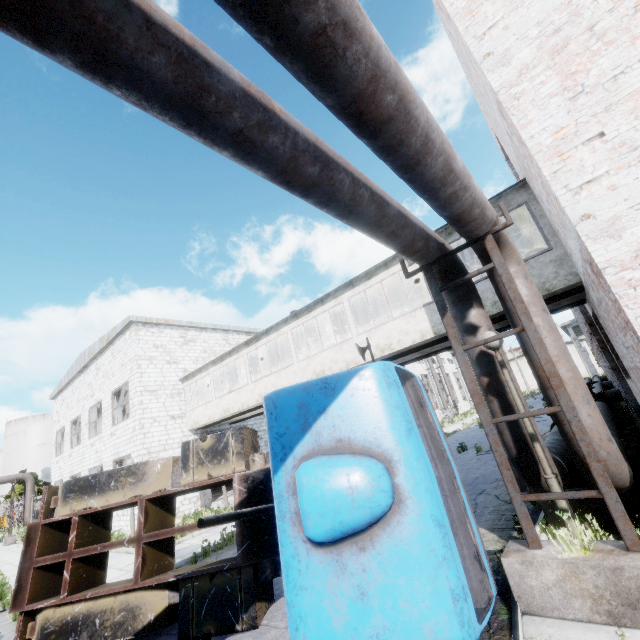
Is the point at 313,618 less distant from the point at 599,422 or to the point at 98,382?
the point at 599,422

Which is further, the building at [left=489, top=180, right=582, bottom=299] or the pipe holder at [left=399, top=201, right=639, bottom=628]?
the building at [left=489, top=180, right=582, bottom=299]

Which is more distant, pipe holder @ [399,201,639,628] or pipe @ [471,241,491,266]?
pipe @ [471,241,491,266]

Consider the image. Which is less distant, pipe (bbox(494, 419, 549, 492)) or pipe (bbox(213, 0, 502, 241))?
pipe (bbox(213, 0, 502, 241))

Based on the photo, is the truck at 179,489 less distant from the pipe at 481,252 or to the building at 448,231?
the pipe at 481,252

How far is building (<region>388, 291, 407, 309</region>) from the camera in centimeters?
1438cm

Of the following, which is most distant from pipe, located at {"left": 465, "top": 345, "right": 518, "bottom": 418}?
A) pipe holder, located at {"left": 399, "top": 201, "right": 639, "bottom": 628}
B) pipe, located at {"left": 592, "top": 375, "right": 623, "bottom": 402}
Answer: pipe, located at {"left": 592, "top": 375, "right": 623, "bottom": 402}

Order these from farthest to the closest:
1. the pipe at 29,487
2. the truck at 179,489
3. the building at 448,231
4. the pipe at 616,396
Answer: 1. the pipe at 29,487
2. the pipe at 616,396
3. the building at 448,231
4. the truck at 179,489
